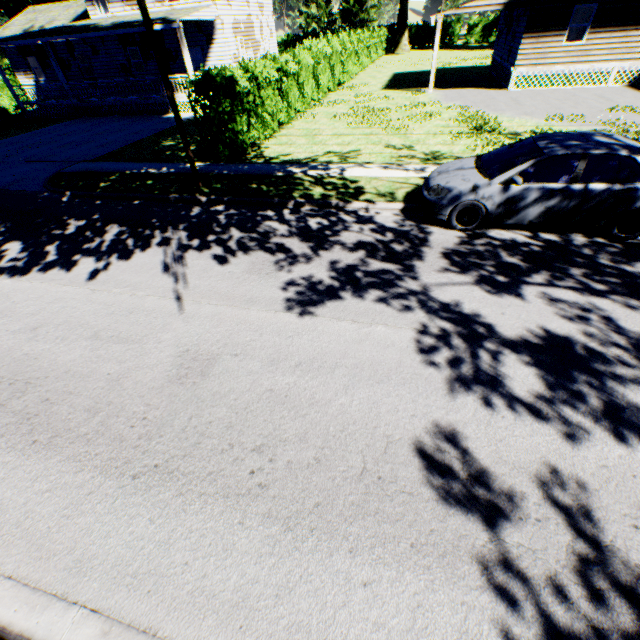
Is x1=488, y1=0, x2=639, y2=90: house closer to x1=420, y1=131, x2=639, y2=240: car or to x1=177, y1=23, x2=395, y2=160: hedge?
x1=177, y1=23, x2=395, y2=160: hedge

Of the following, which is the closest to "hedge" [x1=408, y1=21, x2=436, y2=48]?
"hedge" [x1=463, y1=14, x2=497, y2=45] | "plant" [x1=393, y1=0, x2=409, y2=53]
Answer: "hedge" [x1=463, y1=14, x2=497, y2=45]

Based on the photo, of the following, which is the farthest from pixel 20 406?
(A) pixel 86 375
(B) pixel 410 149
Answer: (B) pixel 410 149

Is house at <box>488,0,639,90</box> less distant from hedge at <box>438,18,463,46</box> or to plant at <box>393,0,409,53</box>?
plant at <box>393,0,409,53</box>

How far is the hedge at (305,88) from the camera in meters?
10.9

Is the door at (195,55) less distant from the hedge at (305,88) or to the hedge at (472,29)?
the hedge at (305,88)

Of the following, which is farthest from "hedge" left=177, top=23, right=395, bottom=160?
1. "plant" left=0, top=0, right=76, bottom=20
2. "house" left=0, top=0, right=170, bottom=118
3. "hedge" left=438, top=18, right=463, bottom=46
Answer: "hedge" left=438, top=18, right=463, bottom=46

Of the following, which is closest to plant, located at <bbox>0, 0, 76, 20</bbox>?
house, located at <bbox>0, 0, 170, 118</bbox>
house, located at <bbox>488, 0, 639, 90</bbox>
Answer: house, located at <bbox>0, 0, 170, 118</bbox>
